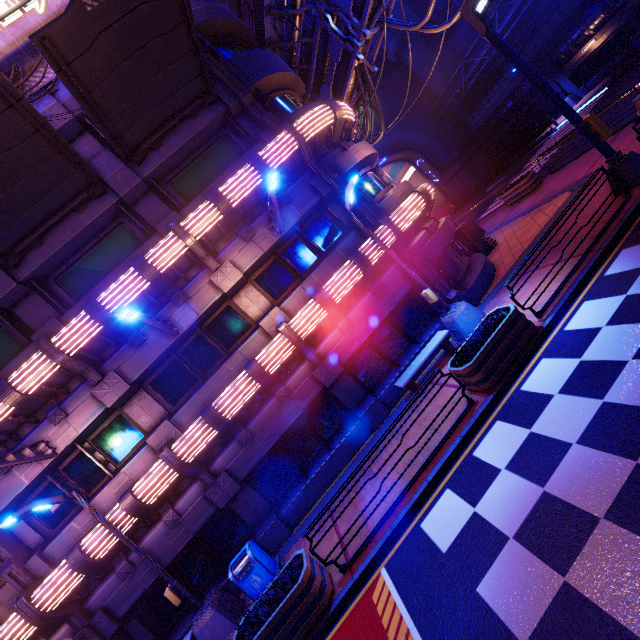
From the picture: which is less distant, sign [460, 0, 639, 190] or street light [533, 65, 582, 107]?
sign [460, 0, 639, 190]

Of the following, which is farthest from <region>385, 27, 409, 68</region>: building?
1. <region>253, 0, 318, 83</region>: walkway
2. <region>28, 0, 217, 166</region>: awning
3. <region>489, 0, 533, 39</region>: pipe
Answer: <region>28, 0, 217, 166</region>: awning

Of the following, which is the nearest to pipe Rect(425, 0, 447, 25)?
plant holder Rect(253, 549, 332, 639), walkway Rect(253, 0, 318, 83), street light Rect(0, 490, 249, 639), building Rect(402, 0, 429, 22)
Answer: building Rect(402, 0, 429, 22)

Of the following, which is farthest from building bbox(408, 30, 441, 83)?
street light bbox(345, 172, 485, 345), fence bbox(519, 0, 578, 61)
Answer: street light bbox(345, 172, 485, 345)

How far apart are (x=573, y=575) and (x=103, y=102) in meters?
14.0 m

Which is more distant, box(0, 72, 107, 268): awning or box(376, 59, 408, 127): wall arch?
box(376, 59, 408, 127): wall arch

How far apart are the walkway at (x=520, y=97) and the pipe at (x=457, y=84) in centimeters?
278cm

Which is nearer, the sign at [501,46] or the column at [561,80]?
the sign at [501,46]
